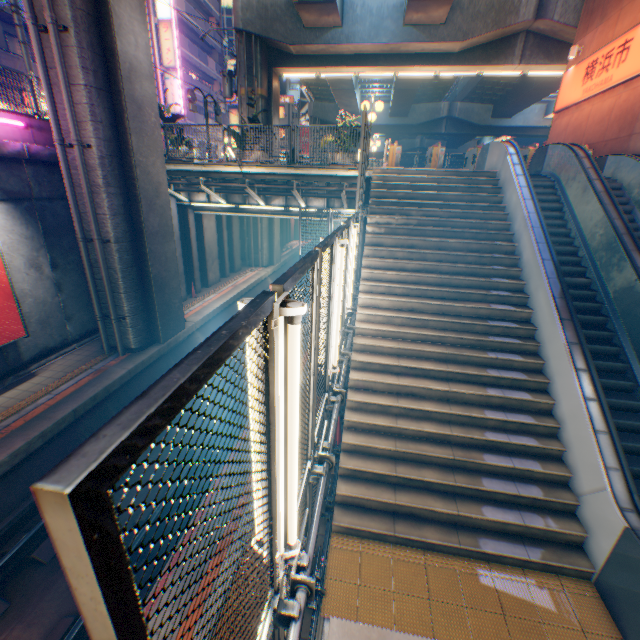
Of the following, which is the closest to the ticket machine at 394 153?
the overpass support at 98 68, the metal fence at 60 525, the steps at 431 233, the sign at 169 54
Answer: the metal fence at 60 525

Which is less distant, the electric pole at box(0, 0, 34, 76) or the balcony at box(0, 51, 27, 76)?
the electric pole at box(0, 0, 34, 76)

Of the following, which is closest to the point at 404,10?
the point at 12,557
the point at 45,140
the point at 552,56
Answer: the point at 552,56

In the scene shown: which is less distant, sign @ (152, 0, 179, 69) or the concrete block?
the concrete block

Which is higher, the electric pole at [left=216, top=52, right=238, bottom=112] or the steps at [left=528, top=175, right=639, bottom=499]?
the electric pole at [left=216, top=52, right=238, bottom=112]

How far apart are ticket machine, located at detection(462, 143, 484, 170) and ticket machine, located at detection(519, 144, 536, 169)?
1.4m

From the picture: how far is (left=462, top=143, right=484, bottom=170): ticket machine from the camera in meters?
13.0 m

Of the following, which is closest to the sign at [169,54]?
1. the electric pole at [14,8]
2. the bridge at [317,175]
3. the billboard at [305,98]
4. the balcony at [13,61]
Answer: the balcony at [13,61]
